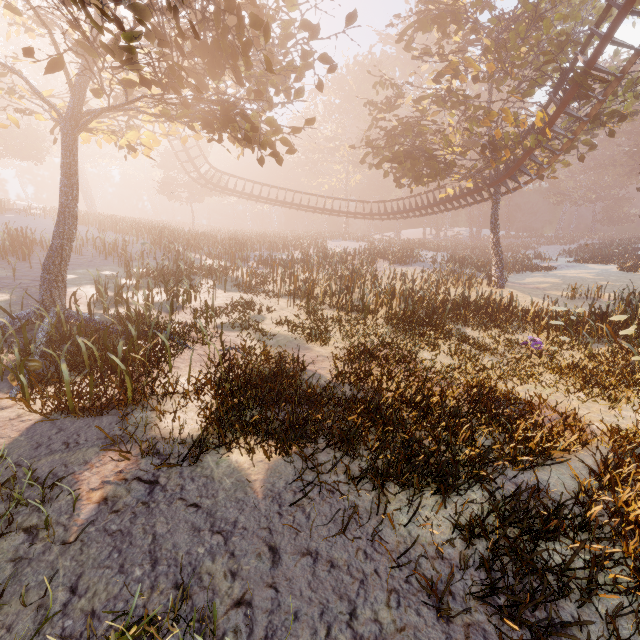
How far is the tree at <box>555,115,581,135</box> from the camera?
16.12m

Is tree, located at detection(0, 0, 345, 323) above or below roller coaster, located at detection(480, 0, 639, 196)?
below

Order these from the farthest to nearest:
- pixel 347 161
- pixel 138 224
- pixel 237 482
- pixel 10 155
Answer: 1. pixel 347 161
2. pixel 10 155
3. pixel 138 224
4. pixel 237 482

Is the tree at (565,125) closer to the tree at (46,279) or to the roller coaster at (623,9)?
the roller coaster at (623,9)

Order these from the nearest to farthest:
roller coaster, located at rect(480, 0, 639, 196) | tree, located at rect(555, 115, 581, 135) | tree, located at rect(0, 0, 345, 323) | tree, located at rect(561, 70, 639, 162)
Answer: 1. tree, located at rect(0, 0, 345, 323)
2. roller coaster, located at rect(480, 0, 639, 196)
3. tree, located at rect(561, 70, 639, 162)
4. tree, located at rect(555, 115, 581, 135)

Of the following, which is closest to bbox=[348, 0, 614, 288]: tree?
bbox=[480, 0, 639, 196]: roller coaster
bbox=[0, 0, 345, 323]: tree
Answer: bbox=[480, 0, 639, 196]: roller coaster

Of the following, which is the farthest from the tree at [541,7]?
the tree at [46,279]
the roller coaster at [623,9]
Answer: the tree at [46,279]
